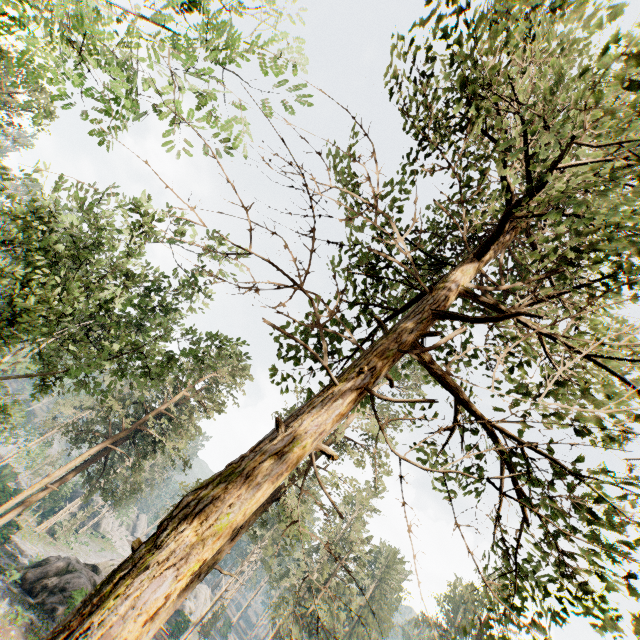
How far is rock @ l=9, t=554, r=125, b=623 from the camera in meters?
23.7 m

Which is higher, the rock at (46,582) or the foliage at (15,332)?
the foliage at (15,332)

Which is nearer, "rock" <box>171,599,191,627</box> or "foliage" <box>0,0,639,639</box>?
"foliage" <box>0,0,639,639</box>

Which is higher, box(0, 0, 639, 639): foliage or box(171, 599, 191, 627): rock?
box(0, 0, 639, 639): foliage

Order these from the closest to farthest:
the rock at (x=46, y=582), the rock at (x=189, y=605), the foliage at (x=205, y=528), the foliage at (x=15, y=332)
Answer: the foliage at (x=205, y=528), the foliage at (x=15, y=332), the rock at (x=46, y=582), the rock at (x=189, y=605)

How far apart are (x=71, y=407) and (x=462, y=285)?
67.4 meters
